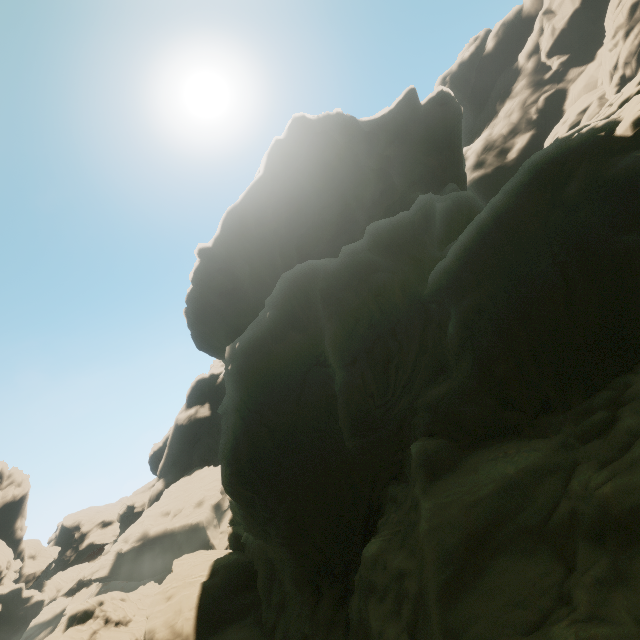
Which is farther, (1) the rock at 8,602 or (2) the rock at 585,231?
(1) the rock at 8,602

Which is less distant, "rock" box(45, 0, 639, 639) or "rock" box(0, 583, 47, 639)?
"rock" box(45, 0, 639, 639)

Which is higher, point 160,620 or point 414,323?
point 414,323
